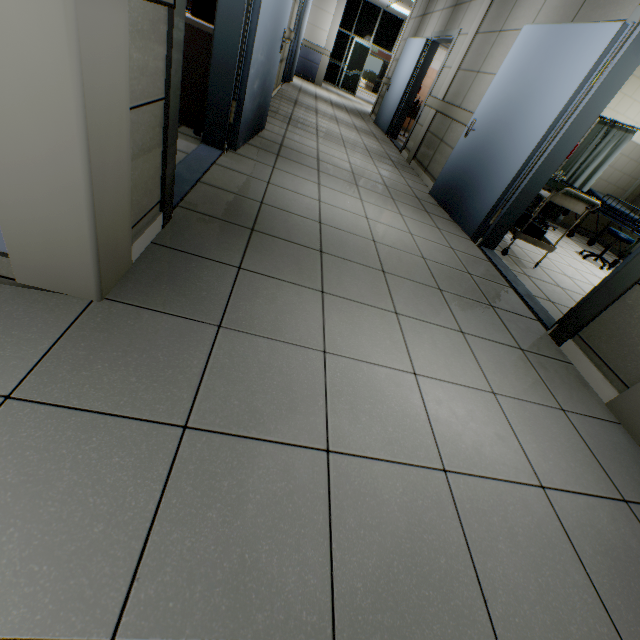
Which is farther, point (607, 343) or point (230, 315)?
point (607, 343)

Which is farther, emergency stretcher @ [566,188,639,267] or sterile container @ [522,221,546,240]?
emergency stretcher @ [566,188,639,267]

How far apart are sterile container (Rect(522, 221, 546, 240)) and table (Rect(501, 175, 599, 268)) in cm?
2

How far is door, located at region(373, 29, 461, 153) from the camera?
6.51m

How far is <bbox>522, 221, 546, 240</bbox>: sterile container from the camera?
3.7 meters

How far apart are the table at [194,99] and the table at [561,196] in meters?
3.5 m

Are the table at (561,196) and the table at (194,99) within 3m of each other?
no

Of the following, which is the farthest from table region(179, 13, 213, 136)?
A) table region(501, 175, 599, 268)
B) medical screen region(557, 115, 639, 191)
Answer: medical screen region(557, 115, 639, 191)
